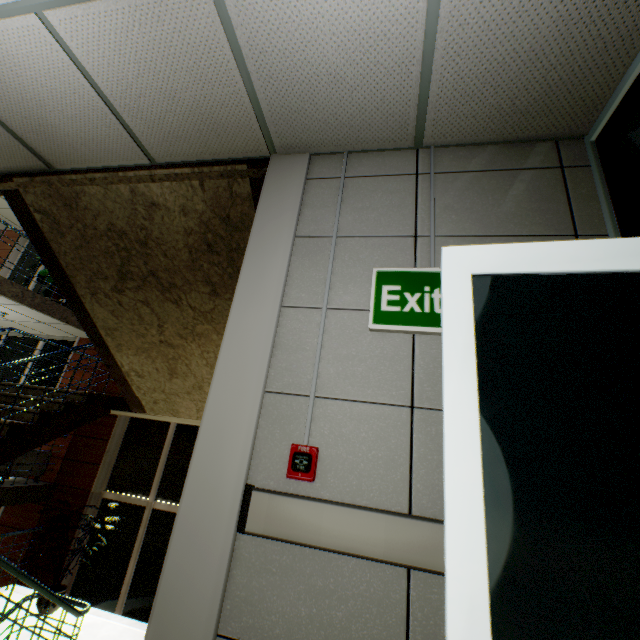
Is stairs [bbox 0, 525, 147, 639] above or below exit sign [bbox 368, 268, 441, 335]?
below

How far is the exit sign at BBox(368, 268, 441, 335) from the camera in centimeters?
160cm

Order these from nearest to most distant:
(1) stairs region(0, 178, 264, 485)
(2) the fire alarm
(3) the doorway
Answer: (3) the doorway → (2) the fire alarm → (1) stairs region(0, 178, 264, 485)

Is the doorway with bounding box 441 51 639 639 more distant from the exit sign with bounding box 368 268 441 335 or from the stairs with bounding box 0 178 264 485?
the stairs with bounding box 0 178 264 485

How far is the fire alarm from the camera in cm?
141

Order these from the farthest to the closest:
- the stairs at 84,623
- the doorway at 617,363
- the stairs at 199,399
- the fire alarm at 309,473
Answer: the stairs at 84,623
the stairs at 199,399
the fire alarm at 309,473
the doorway at 617,363

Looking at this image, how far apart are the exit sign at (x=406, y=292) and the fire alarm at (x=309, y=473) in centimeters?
64cm

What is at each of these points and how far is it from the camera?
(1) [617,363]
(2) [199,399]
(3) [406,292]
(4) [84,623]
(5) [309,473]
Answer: (1) doorway, 0.74m
(2) stairs, 4.14m
(3) exit sign, 1.68m
(4) stairs, 5.32m
(5) fire alarm, 1.41m
